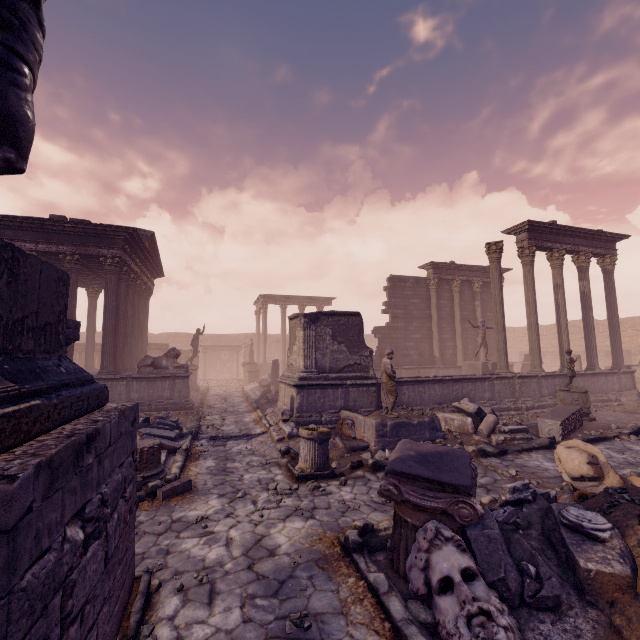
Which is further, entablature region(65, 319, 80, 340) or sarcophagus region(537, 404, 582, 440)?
sarcophagus region(537, 404, 582, 440)

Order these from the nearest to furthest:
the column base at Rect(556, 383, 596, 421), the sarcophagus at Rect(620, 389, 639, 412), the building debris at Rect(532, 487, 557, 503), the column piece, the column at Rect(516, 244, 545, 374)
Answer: the column piece < the building debris at Rect(532, 487, 557, 503) < the column base at Rect(556, 383, 596, 421) < the sarcophagus at Rect(620, 389, 639, 412) < the column at Rect(516, 244, 545, 374)

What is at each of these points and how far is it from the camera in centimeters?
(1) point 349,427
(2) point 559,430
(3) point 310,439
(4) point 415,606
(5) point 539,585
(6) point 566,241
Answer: (1) sculpture, 884cm
(2) sarcophagus, 903cm
(3) column base, 678cm
(4) rocks, 299cm
(5) debris pile, 292cm
(6) entablature, 1470cm

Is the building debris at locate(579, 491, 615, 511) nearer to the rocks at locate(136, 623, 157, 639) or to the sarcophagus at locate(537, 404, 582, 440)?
the rocks at locate(136, 623, 157, 639)

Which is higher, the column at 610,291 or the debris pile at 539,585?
the column at 610,291

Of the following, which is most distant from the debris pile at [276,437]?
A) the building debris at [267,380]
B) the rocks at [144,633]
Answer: the building debris at [267,380]

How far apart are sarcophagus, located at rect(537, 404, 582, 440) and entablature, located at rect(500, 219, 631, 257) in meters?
6.9

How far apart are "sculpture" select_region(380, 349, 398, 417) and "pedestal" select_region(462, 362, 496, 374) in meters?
8.4 m
